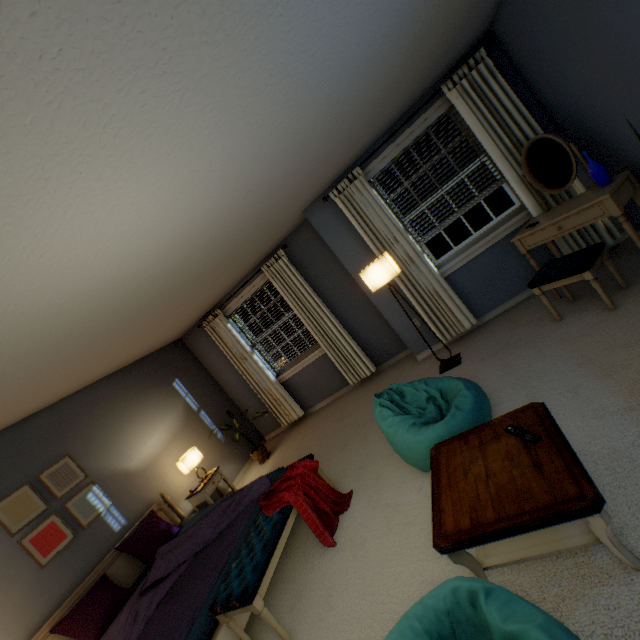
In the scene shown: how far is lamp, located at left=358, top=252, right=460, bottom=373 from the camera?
3.4m

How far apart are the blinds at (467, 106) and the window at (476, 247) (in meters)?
0.09

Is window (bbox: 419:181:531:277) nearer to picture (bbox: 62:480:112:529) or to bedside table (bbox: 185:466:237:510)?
bedside table (bbox: 185:466:237:510)

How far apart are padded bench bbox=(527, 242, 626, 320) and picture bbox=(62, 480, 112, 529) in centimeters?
501cm

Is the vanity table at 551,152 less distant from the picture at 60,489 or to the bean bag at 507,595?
the bean bag at 507,595

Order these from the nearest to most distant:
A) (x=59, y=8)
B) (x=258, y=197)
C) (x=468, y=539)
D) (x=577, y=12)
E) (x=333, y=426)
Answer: (x=59, y=8), (x=468, y=539), (x=577, y=12), (x=258, y=197), (x=333, y=426)

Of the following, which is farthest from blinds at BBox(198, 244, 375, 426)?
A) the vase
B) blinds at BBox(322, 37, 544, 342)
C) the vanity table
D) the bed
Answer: the vase

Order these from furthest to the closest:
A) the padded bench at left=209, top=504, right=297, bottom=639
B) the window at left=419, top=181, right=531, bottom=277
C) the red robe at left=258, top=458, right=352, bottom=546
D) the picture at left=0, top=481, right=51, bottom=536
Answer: the window at left=419, top=181, right=531, bottom=277 < the picture at left=0, top=481, right=51, bottom=536 < the red robe at left=258, top=458, right=352, bottom=546 < the padded bench at left=209, top=504, right=297, bottom=639
